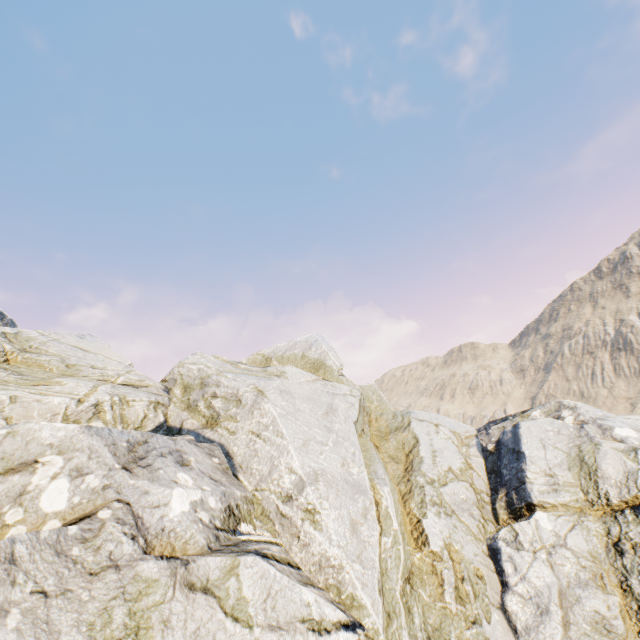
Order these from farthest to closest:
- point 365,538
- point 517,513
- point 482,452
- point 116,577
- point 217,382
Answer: point 482,452 → point 217,382 → point 517,513 → point 365,538 → point 116,577
